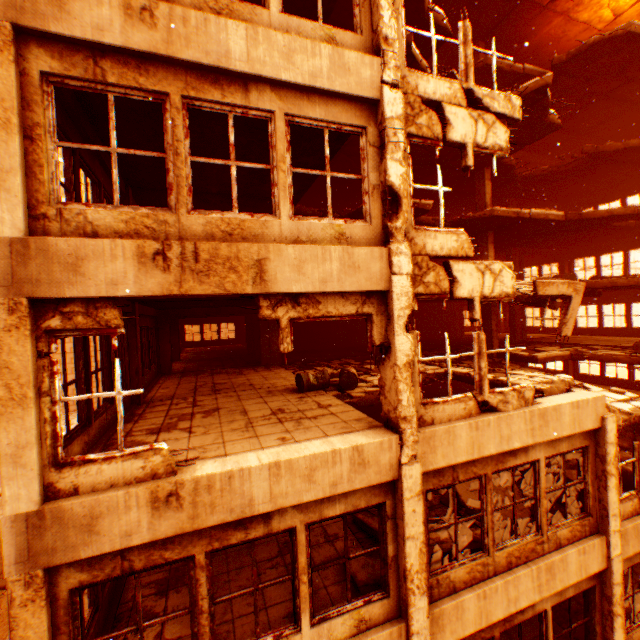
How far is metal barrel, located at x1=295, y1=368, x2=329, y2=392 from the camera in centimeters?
860cm

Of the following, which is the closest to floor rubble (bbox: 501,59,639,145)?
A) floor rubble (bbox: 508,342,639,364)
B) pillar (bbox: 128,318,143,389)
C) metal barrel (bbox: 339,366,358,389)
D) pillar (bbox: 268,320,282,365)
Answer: pillar (bbox: 268,320,282,365)

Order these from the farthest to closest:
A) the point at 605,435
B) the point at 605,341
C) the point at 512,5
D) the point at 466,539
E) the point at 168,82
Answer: the point at 605,341
the point at 512,5
the point at 605,435
the point at 466,539
the point at 168,82

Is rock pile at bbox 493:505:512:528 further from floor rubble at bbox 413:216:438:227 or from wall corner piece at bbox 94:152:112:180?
floor rubble at bbox 413:216:438:227

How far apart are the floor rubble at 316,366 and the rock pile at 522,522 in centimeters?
91cm

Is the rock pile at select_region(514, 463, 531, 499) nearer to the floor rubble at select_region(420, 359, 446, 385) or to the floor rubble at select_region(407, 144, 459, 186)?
the floor rubble at select_region(420, 359, 446, 385)

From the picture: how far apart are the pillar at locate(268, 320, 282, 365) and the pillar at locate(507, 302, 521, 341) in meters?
14.4 m
